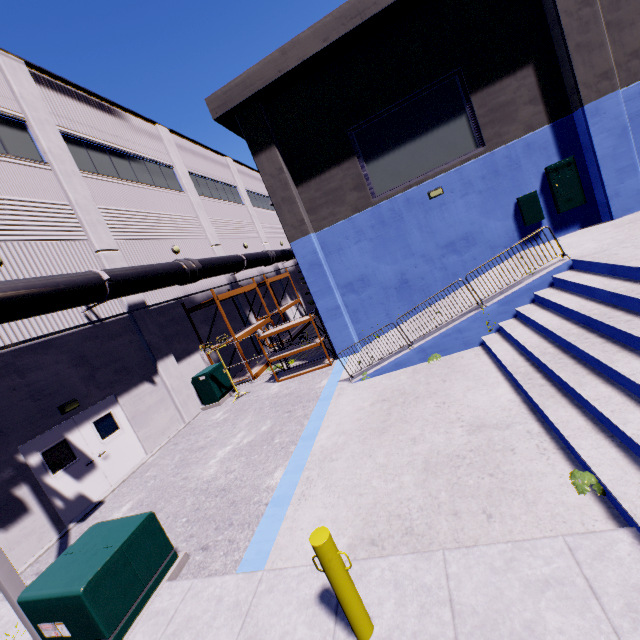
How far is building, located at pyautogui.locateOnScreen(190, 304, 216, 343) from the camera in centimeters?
1608cm

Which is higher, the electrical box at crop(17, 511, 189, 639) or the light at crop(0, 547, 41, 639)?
the light at crop(0, 547, 41, 639)

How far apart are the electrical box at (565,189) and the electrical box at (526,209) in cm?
41

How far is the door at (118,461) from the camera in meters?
8.6

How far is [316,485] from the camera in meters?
6.0 m

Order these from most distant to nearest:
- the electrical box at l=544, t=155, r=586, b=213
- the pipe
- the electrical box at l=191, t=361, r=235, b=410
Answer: the electrical box at l=191, t=361, r=235, b=410 → the electrical box at l=544, t=155, r=586, b=213 → the pipe

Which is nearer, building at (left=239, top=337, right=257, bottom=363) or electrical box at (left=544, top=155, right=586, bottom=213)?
→ electrical box at (left=544, top=155, right=586, bottom=213)

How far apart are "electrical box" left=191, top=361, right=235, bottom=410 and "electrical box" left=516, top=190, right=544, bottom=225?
13.24m
